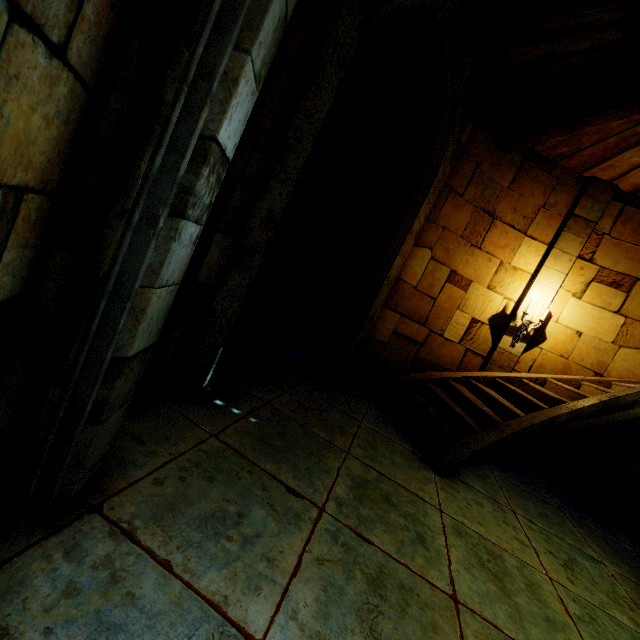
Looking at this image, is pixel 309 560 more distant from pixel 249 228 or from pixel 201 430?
pixel 249 228

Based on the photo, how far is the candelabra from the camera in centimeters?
629cm

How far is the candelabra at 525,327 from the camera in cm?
629
